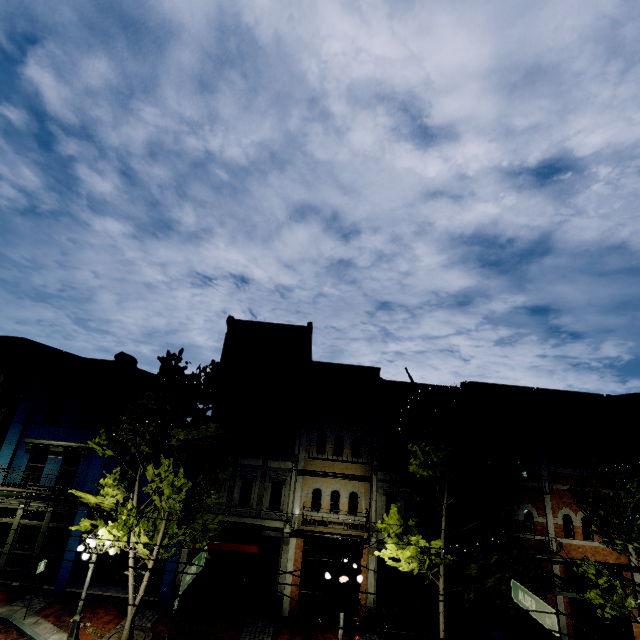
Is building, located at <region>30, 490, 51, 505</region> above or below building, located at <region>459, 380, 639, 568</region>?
below

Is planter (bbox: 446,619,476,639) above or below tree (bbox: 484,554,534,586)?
below

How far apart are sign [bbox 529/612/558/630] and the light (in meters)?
4.26

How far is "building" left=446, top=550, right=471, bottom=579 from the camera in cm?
1591

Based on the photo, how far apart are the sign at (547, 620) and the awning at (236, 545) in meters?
10.5

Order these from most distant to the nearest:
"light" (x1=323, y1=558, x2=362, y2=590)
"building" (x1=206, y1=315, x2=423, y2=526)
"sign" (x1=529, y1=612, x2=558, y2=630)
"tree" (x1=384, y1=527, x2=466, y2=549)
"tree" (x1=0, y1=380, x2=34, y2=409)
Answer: "building" (x1=206, y1=315, x2=423, y2=526) → "tree" (x1=384, y1=527, x2=466, y2=549) → "light" (x1=323, y1=558, x2=362, y2=590) → "sign" (x1=529, y1=612, x2=558, y2=630) → "tree" (x1=0, y1=380, x2=34, y2=409)

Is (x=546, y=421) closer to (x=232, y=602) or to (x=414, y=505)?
(x=414, y=505)
